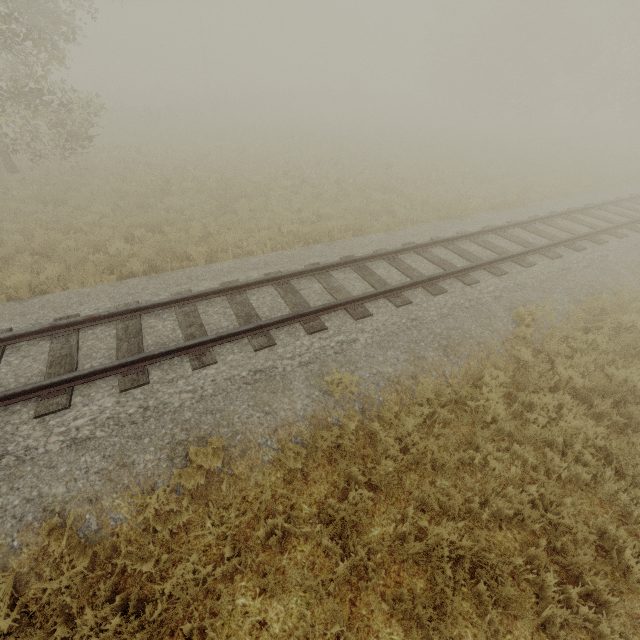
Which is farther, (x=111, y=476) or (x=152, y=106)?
(x=152, y=106)
